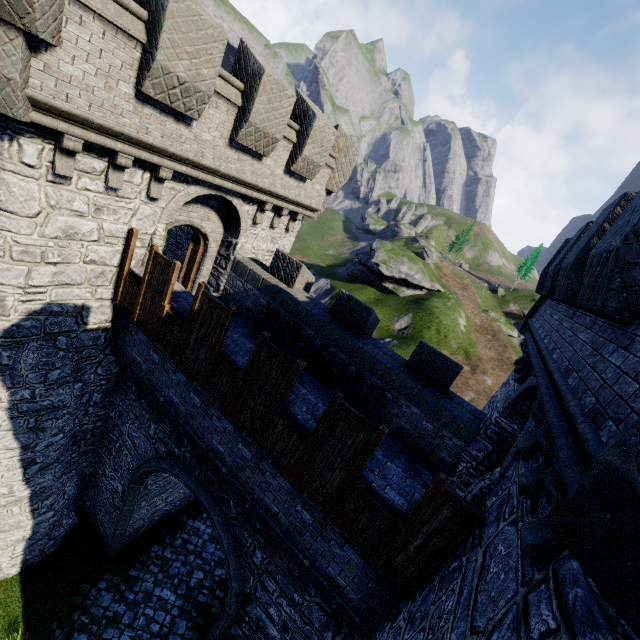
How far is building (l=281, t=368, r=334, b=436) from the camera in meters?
6.5

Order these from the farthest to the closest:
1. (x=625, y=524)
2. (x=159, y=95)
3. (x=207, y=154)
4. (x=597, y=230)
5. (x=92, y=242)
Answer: (x=207, y=154) → (x=92, y=242) → (x=159, y=95) → (x=597, y=230) → (x=625, y=524)

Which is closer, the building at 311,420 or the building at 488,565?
the building at 488,565

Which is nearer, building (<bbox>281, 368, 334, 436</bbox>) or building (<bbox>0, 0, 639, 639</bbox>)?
building (<bbox>0, 0, 639, 639</bbox>)

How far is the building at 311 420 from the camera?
6.51m
